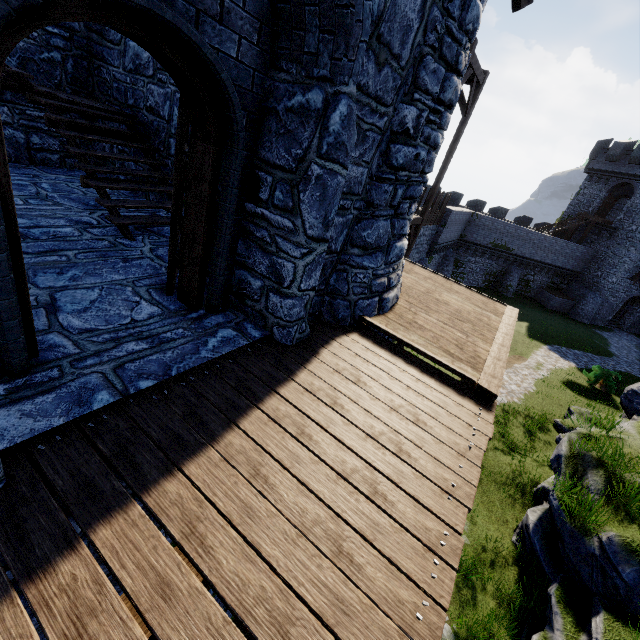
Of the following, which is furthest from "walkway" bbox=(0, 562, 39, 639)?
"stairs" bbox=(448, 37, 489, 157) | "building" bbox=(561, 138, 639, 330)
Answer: "building" bbox=(561, 138, 639, 330)

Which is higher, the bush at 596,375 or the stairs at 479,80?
the stairs at 479,80

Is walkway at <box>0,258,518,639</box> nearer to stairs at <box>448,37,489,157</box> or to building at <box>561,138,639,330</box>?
stairs at <box>448,37,489,157</box>

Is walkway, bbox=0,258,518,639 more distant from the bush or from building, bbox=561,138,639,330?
building, bbox=561,138,639,330

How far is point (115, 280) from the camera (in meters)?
4.40

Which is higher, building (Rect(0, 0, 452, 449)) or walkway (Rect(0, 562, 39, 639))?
building (Rect(0, 0, 452, 449))

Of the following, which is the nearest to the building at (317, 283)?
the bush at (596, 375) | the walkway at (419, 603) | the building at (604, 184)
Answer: the walkway at (419, 603)

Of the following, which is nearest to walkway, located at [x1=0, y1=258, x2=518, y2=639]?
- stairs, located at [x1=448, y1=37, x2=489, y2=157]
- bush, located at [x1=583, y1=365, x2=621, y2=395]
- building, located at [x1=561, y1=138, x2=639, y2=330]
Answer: stairs, located at [x1=448, y1=37, x2=489, y2=157]
